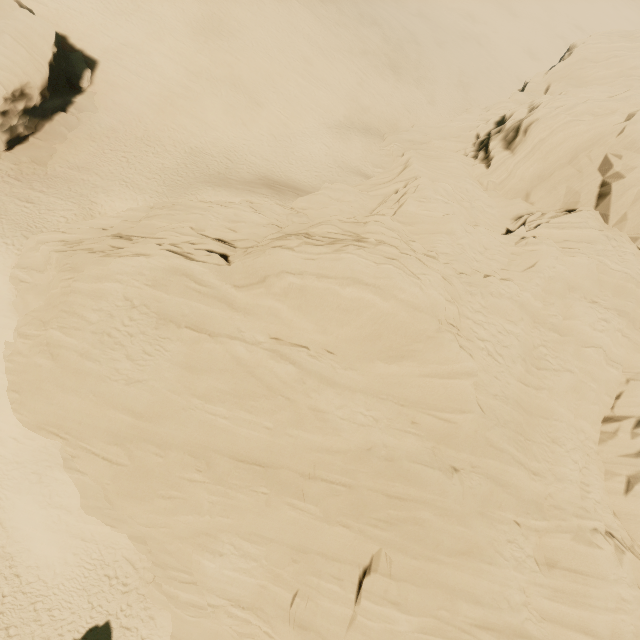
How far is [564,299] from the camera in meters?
16.1 m

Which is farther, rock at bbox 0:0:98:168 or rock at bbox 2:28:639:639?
rock at bbox 0:0:98:168

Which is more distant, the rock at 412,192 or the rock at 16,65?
the rock at 16,65
